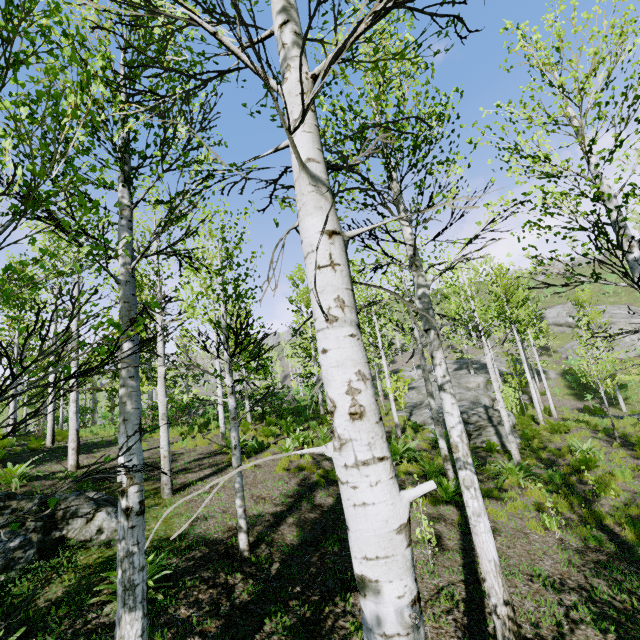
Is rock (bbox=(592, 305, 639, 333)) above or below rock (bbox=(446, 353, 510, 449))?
above

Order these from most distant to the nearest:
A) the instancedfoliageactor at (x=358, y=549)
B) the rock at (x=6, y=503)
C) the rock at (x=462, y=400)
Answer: the rock at (x=462, y=400)
the rock at (x=6, y=503)
the instancedfoliageactor at (x=358, y=549)

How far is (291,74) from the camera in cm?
183

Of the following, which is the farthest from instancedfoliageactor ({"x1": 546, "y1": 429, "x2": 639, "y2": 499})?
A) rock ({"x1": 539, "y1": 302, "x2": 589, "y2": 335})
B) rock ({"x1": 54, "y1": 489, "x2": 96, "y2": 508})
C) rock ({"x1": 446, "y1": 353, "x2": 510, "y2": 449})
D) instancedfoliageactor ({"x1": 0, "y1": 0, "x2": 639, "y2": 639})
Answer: rock ({"x1": 539, "y1": 302, "x2": 589, "y2": 335})

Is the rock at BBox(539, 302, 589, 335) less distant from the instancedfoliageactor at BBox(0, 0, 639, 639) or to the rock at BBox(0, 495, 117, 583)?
the instancedfoliageactor at BBox(0, 0, 639, 639)

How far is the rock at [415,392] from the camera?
17.4m

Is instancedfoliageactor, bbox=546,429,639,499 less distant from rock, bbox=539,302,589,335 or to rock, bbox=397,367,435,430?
rock, bbox=397,367,435,430

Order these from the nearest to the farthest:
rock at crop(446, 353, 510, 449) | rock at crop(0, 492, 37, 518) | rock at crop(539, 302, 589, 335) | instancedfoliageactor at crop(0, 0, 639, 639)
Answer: instancedfoliageactor at crop(0, 0, 639, 639), rock at crop(0, 492, 37, 518), rock at crop(446, 353, 510, 449), rock at crop(539, 302, 589, 335)
